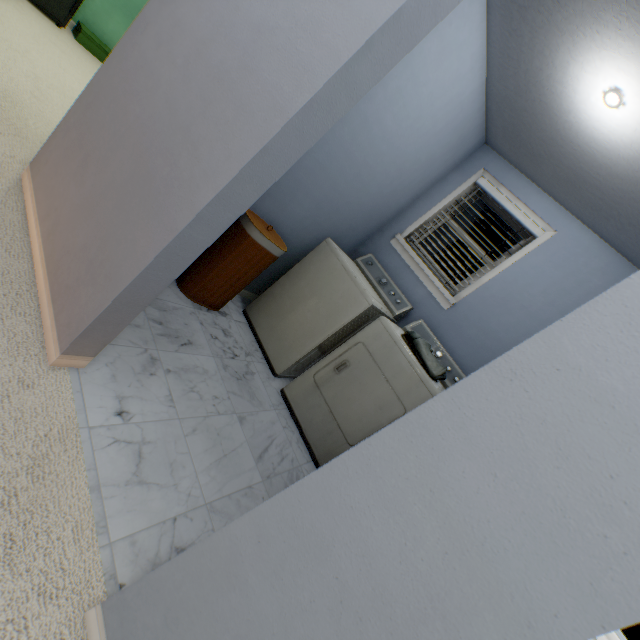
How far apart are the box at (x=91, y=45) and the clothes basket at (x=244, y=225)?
3.69m

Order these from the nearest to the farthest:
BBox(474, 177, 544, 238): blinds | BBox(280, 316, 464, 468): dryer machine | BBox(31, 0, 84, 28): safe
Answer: BBox(280, 316, 464, 468): dryer machine < BBox(474, 177, 544, 238): blinds < BBox(31, 0, 84, 28): safe

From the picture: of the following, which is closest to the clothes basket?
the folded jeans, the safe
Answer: the folded jeans

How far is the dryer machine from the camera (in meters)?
2.03

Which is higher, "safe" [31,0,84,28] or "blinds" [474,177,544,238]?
"blinds" [474,177,544,238]

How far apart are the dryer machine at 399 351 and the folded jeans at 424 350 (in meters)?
0.10

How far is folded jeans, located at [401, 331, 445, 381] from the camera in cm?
207

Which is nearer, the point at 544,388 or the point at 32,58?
the point at 544,388
